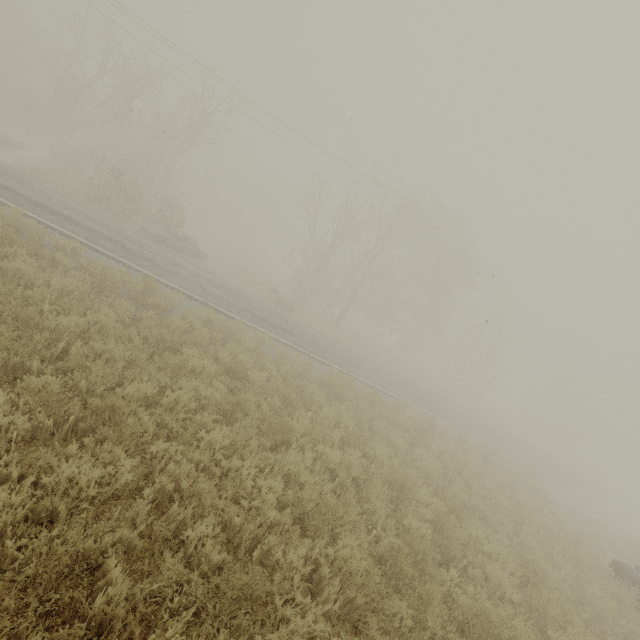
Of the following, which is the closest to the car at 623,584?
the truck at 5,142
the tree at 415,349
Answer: the tree at 415,349

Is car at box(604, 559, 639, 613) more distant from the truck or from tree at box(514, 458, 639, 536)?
the truck

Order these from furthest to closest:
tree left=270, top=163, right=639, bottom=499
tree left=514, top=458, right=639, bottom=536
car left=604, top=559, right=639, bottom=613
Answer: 1. tree left=270, top=163, right=639, bottom=499
2. tree left=514, top=458, right=639, bottom=536
3. car left=604, top=559, right=639, bottom=613

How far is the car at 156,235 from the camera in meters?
18.6

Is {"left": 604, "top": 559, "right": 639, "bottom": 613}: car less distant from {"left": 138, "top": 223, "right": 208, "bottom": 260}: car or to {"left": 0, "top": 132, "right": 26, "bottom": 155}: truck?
{"left": 138, "top": 223, "right": 208, "bottom": 260}: car

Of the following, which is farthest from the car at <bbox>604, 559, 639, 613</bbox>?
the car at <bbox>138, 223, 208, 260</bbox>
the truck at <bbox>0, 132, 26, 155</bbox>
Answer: the truck at <bbox>0, 132, 26, 155</bbox>

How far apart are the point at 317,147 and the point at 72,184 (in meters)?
15.91

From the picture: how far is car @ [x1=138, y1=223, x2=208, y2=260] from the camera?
18.6 meters
